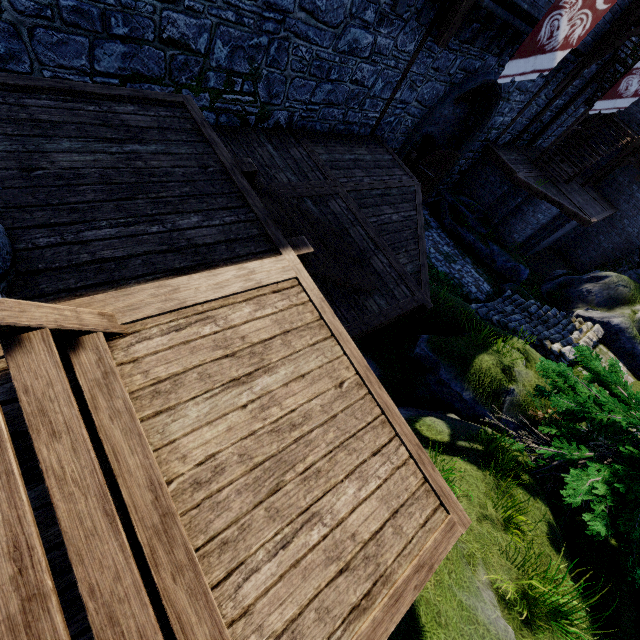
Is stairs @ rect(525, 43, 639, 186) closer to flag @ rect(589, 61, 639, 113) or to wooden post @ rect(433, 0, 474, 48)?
flag @ rect(589, 61, 639, 113)

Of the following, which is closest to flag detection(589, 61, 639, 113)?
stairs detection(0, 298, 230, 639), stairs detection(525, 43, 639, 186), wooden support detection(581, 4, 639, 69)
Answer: wooden support detection(581, 4, 639, 69)

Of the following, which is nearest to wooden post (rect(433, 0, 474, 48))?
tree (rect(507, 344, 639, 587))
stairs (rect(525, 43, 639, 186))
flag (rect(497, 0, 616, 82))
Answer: flag (rect(497, 0, 616, 82))

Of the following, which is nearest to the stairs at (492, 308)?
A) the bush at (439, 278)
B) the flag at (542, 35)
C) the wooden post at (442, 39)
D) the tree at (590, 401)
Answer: the bush at (439, 278)

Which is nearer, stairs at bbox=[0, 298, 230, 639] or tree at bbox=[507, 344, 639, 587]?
stairs at bbox=[0, 298, 230, 639]

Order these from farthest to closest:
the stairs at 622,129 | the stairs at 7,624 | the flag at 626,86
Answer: the stairs at 622,129, the flag at 626,86, the stairs at 7,624

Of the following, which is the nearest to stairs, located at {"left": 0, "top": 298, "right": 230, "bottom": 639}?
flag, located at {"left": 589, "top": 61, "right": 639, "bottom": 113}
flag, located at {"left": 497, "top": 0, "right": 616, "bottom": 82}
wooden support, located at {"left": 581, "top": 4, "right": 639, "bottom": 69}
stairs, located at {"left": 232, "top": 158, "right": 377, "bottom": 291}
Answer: stairs, located at {"left": 232, "top": 158, "right": 377, "bottom": 291}

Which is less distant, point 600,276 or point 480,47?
point 480,47
